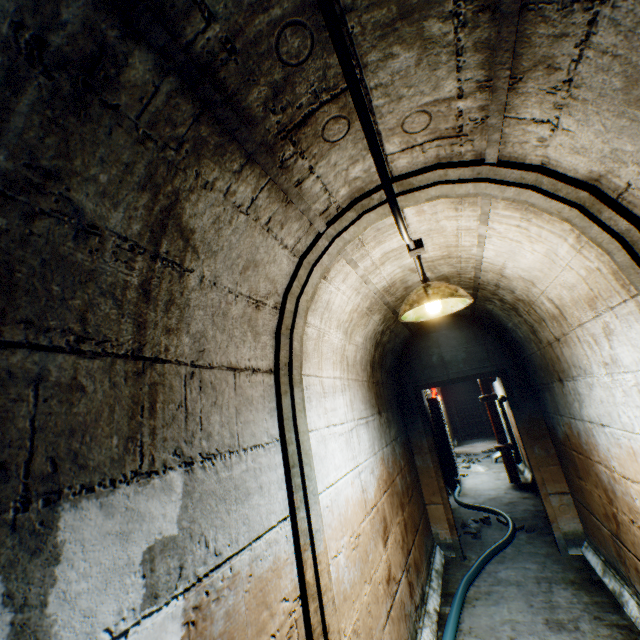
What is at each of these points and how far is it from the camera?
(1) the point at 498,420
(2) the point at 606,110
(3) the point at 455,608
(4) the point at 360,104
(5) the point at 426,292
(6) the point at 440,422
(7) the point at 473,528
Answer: (1) pipe, 7.0 meters
(2) building tunnel, 1.0 meters
(3) cable, 3.0 meters
(4) wire, 1.0 meters
(5) ceiling light, 2.0 meters
(6) electrical box, 7.5 meters
(7) rock, 4.8 meters

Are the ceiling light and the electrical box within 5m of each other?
no

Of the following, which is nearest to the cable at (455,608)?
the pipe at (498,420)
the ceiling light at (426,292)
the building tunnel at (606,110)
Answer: the building tunnel at (606,110)

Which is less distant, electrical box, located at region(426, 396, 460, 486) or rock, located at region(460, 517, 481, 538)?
rock, located at region(460, 517, 481, 538)

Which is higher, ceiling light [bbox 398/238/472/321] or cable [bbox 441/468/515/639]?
ceiling light [bbox 398/238/472/321]

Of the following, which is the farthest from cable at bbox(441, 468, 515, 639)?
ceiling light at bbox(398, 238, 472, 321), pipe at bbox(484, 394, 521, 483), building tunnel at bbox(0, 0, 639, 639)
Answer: ceiling light at bbox(398, 238, 472, 321)

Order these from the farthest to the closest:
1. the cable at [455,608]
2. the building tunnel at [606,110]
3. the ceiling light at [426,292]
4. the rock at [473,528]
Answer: the rock at [473,528], the cable at [455,608], the ceiling light at [426,292], the building tunnel at [606,110]

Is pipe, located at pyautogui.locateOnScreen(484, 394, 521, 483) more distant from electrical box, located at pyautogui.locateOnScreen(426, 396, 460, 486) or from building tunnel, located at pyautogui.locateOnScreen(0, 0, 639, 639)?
electrical box, located at pyautogui.locateOnScreen(426, 396, 460, 486)
